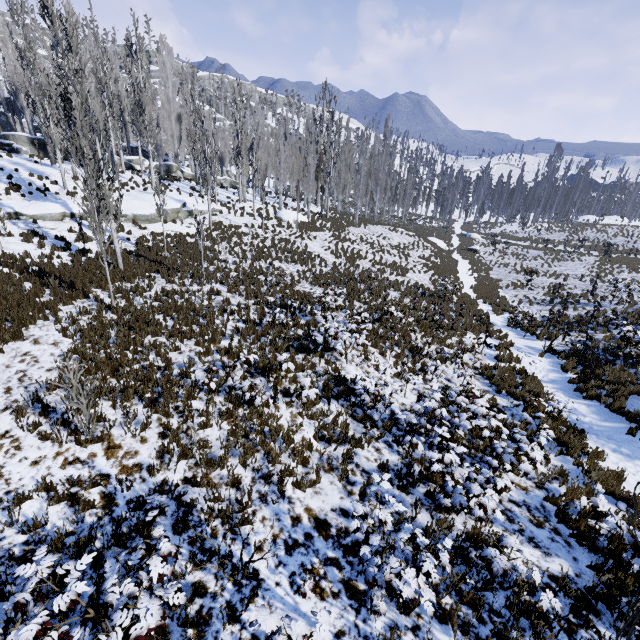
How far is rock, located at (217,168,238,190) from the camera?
38.3 meters

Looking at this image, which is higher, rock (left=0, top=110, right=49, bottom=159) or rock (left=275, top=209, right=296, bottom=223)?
rock (left=0, top=110, right=49, bottom=159)

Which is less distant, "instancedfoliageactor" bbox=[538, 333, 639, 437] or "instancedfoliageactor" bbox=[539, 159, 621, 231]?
"instancedfoliageactor" bbox=[538, 333, 639, 437]

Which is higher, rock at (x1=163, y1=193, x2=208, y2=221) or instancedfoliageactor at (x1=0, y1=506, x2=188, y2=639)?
rock at (x1=163, y1=193, x2=208, y2=221)

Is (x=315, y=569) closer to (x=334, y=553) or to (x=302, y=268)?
(x=334, y=553)

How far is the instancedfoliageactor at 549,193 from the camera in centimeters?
5581cm

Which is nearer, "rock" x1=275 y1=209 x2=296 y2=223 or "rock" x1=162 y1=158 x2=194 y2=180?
"rock" x1=275 y1=209 x2=296 y2=223

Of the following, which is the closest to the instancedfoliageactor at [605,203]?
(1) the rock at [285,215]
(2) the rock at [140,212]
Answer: (2) the rock at [140,212]
